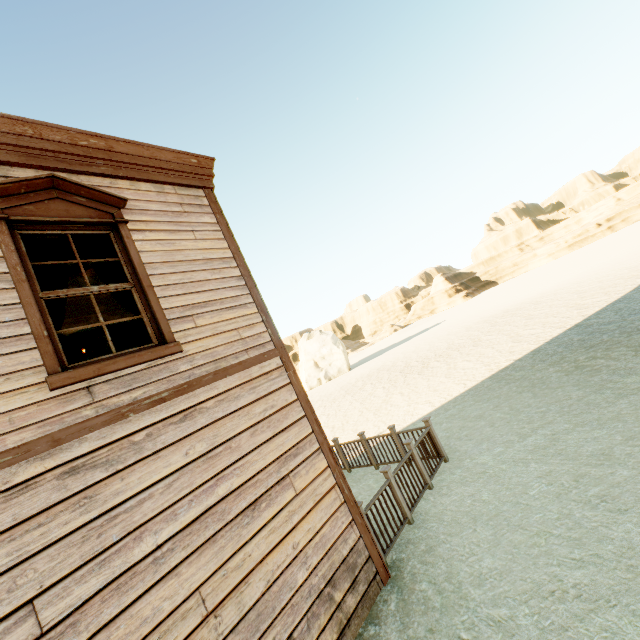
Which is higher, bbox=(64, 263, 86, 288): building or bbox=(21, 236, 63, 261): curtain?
bbox=(64, 263, 86, 288): building

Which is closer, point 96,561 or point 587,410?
point 96,561

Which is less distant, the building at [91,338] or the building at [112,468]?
the building at [112,468]

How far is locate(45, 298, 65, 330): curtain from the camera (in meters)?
3.39

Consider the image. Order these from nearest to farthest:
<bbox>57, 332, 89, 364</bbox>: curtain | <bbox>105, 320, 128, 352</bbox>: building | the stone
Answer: <bbox>57, 332, 89, 364</bbox>: curtain, <bbox>105, 320, 128, 352</bbox>: building, the stone

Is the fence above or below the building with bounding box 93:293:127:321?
below

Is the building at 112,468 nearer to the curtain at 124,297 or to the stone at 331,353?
the curtain at 124,297

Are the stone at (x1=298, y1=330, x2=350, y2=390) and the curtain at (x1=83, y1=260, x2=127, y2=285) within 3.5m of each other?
no
